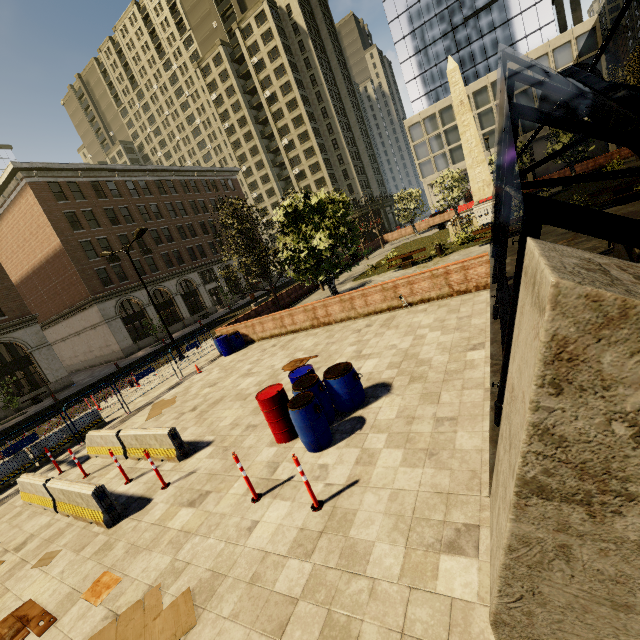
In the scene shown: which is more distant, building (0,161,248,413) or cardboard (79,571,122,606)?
building (0,161,248,413)

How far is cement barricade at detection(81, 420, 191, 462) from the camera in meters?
7.9

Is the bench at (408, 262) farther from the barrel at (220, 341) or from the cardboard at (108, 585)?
the cardboard at (108, 585)

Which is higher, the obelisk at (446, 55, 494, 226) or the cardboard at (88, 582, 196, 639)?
the obelisk at (446, 55, 494, 226)

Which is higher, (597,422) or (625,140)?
(625,140)

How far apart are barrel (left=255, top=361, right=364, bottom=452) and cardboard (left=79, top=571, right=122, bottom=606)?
3.2 meters

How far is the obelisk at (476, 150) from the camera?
22.66m
